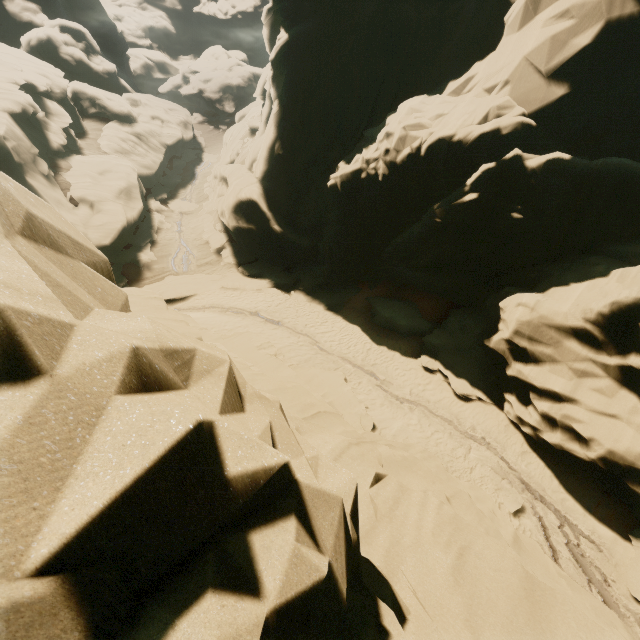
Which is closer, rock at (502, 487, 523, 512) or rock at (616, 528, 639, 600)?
rock at (616, 528, 639, 600)

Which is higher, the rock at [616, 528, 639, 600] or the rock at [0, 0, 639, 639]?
the rock at [0, 0, 639, 639]

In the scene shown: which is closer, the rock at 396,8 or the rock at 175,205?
the rock at 396,8

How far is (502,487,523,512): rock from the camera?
11.20m

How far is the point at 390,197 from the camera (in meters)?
16.78

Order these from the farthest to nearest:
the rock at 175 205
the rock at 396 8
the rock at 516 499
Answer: the rock at 175 205 → the rock at 516 499 → the rock at 396 8

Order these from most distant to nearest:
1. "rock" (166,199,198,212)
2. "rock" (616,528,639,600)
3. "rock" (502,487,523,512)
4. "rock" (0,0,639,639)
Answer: "rock" (166,199,198,212)
"rock" (502,487,523,512)
"rock" (616,528,639,600)
"rock" (0,0,639,639)
